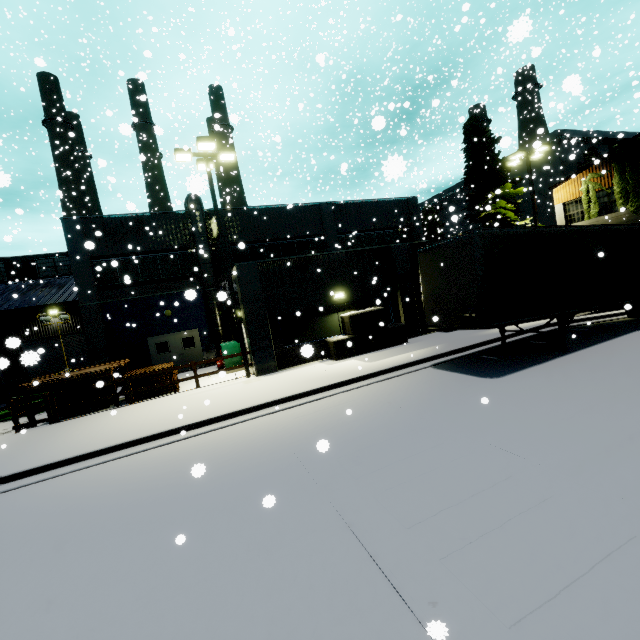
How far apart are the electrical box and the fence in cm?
650

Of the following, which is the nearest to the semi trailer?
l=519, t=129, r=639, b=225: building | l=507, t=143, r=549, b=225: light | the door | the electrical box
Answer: l=519, t=129, r=639, b=225: building

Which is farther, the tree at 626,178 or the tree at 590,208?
the tree at 590,208

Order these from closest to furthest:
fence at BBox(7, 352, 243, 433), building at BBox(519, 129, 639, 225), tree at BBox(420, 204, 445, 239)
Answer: fence at BBox(7, 352, 243, 433)
building at BBox(519, 129, 639, 225)
tree at BBox(420, 204, 445, 239)

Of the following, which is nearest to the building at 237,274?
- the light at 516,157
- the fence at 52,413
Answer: the fence at 52,413

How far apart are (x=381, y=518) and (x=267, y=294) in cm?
1135

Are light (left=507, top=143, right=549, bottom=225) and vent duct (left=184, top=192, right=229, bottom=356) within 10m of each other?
no

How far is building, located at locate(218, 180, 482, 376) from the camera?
14.2m
